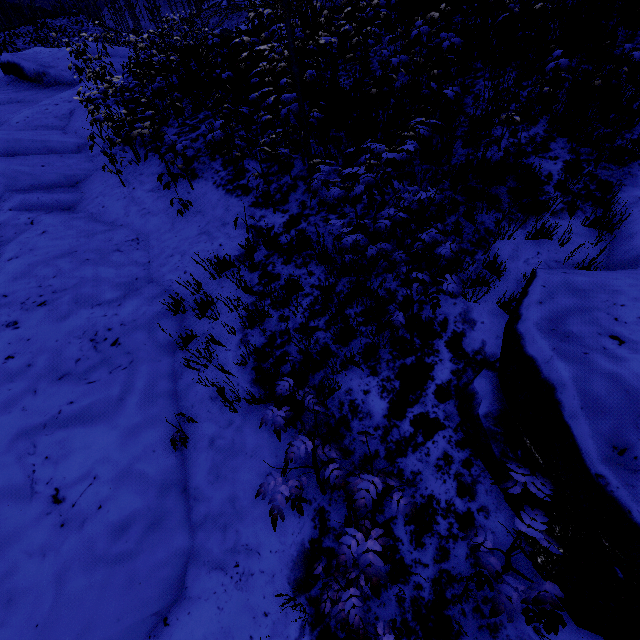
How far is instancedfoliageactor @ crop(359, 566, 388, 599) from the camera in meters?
1.9 m

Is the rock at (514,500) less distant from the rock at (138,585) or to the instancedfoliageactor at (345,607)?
the instancedfoliageactor at (345,607)

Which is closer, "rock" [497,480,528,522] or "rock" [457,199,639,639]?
Answer: "rock" [457,199,639,639]

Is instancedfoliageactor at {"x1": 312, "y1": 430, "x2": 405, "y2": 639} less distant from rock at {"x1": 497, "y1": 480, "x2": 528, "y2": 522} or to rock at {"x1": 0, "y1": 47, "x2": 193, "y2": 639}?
rock at {"x1": 497, "y1": 480, "x2": 528, "y2": 522}

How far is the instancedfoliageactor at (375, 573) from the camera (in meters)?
1.87

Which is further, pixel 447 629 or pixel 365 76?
pixel 365 76

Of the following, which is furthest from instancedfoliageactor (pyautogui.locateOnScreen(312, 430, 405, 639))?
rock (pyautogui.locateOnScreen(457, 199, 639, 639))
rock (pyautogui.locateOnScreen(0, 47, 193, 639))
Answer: rock (pyautogui.locateOnScreen(0, 47, 193, 639))
